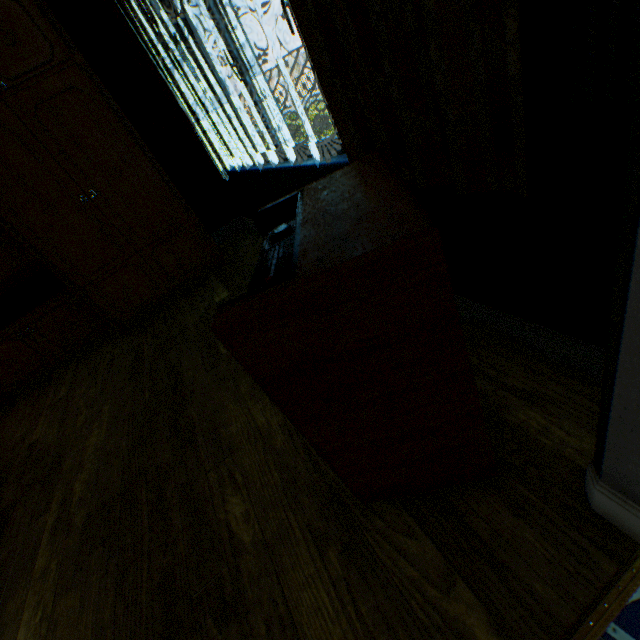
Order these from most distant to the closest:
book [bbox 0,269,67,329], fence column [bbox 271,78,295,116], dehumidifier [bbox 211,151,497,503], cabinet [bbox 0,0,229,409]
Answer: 1. fence column [bbox 271,78,295,116]
2. book [bbox 0,269,67,329]
3. cabinet [bbox 0,0,229,409]
4. dehumidifier [bbox 211,151,497,503]

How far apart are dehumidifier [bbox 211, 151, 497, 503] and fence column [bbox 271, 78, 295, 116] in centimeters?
2682cm

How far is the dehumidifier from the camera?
0.6 meters

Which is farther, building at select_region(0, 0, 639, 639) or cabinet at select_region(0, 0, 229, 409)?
cabinet at select_region(0, 0, 229, 409)

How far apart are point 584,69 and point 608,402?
0.6 meters

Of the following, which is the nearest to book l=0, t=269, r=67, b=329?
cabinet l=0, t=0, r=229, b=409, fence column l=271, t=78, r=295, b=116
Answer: cabinet l=0, t=0, r=229, b=409

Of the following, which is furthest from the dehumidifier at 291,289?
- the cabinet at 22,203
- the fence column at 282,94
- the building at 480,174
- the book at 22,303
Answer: the fence column at 282,94
